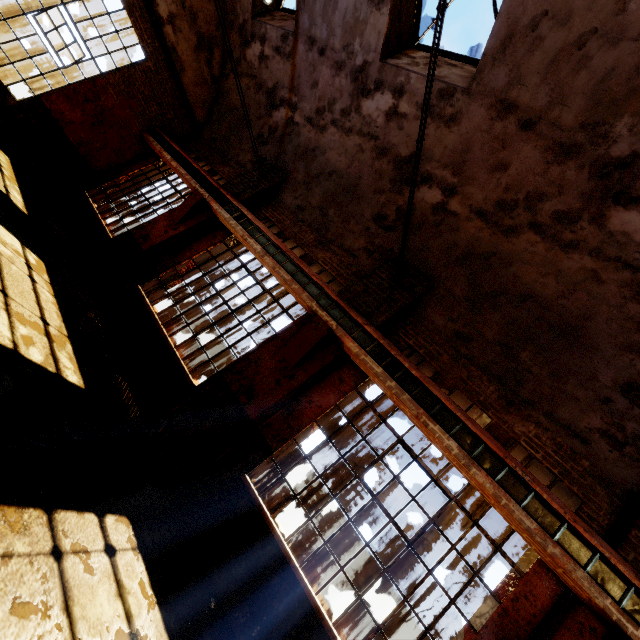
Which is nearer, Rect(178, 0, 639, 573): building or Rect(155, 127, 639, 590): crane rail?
Rect(155, 127, 639, 590): crane rail

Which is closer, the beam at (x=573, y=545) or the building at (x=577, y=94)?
the beam at (x=573, y=545)

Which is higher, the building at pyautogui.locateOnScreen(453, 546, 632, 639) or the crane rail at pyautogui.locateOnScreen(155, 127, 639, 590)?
the crane rail at pyautogui.locateOnScreen(155, 127, 639, 590)

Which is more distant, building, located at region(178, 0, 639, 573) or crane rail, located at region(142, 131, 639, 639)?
building, located at region(178, 0, 639, 573)

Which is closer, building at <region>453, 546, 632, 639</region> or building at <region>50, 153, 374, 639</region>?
building at <region>453, 546, 632, 639</region>

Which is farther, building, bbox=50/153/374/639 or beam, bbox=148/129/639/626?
building, bbox=50/153/374/639

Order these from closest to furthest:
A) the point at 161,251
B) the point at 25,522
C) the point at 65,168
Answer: the point at 25,522 → the point at 161,251 → the point at 65,168

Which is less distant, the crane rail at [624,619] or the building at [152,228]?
the crane rail at [624,619]
